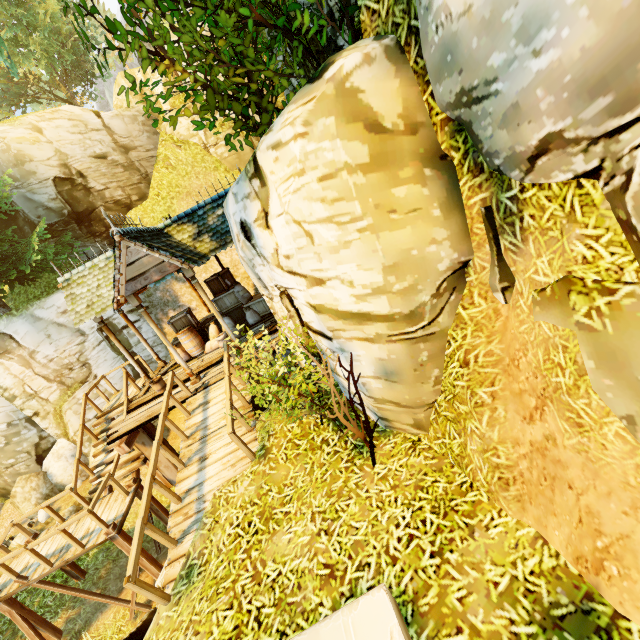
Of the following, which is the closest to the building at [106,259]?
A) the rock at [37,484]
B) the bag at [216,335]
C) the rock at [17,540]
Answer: the bag at [216,335]

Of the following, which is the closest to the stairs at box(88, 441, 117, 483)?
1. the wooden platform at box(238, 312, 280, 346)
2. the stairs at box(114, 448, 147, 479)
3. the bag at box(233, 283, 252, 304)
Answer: the stairs at box(114, 448, 147, 479)

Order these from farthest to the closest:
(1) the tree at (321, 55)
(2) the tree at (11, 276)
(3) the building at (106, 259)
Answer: (2) the tree at (11, 276) → (3) the building at (106, 259) → (1) the tree at (321, 55)

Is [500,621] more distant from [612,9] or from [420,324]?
[612,9]

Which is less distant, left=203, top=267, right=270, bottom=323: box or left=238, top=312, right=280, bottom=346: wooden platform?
left=238, top=312, right=280, bottom=346: wooden platform

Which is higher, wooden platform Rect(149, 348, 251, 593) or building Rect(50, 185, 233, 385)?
building Rect(50, 185, 233, 385)

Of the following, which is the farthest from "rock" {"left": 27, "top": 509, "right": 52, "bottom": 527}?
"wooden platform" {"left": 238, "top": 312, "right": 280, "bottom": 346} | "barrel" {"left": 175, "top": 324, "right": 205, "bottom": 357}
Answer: "barrel" {"left": 175, "top": 324, "right": 205, "bottom": 357}

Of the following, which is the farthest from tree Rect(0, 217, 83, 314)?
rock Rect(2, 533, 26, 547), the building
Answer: → rock Rect(2, 533, 26, 547)
